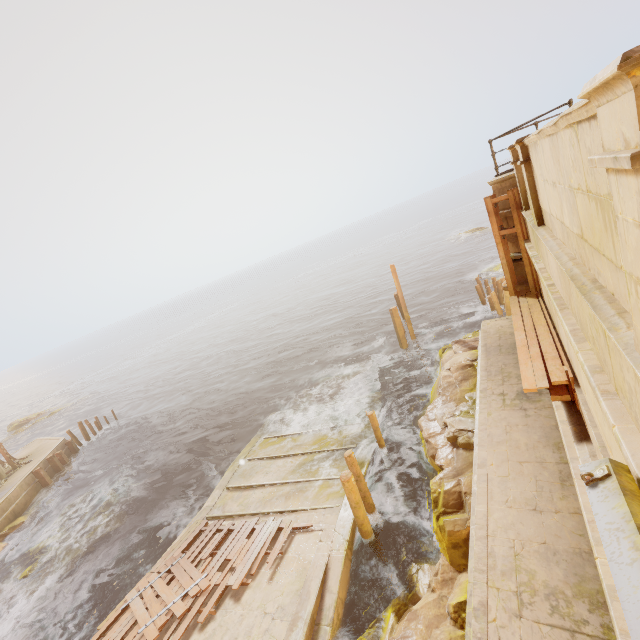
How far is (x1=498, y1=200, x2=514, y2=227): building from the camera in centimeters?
874cm

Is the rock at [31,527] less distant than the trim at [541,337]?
No

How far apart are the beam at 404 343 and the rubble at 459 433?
8.8 meters

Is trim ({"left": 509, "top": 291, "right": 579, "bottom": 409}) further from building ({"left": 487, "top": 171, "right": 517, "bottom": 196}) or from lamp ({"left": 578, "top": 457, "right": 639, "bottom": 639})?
lamp ({"left": 578, "top": 457, "right": 639, "bottom": 639})

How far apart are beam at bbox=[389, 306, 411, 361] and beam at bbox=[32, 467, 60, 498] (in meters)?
25.27

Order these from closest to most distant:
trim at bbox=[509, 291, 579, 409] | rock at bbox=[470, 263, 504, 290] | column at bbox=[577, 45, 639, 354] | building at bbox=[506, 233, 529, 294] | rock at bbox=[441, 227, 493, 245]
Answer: column at bbox=[577, 45, 639, 354] → trim at bbox=[509, 291, 579, 409] → building at bbox=[506, 233, 529, 294] → rock at bbox=[470, 263, 504, 290] → rock at bbox=[441, 227, 493, 245]

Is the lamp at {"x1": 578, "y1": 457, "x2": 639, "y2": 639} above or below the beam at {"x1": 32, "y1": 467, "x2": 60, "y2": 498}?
above

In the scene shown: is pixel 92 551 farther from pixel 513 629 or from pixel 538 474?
pixel 538 474
